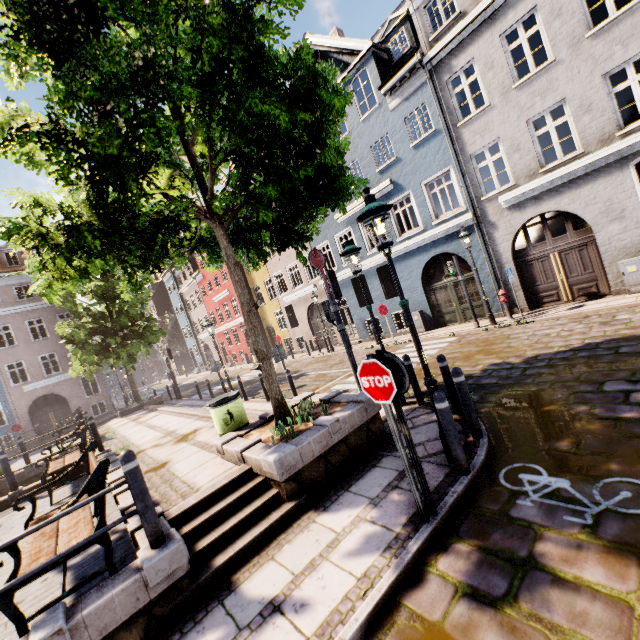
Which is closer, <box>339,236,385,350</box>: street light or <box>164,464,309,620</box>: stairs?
<box>164,464,309,620</box>: stairs

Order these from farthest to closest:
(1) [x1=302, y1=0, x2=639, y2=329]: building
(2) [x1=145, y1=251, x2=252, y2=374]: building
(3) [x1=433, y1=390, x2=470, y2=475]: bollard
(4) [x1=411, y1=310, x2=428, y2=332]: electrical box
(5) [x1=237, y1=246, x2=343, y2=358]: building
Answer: (2) [x1=145, y1=251, x2=252, y2=374]: building → (5) [x1=237, y1=246, x2=343, y2=358]: building → (4) [x1=411, y1=310, x2=428, y2=332]: electrical box → (1) [x1=302, y1=0, x2=639, y2=329]: building → (3) [x1=433, y1=390, x2=470, y2=475]: bollard

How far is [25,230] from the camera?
4.1m

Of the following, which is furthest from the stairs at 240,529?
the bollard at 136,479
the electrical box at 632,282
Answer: the electrical box at 632,282

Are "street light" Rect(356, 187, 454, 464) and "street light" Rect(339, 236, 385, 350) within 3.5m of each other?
yes

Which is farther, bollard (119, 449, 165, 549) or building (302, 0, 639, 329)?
building (302, 0, 639, 329)

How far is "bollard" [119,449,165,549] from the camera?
3.52m

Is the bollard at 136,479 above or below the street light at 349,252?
below
